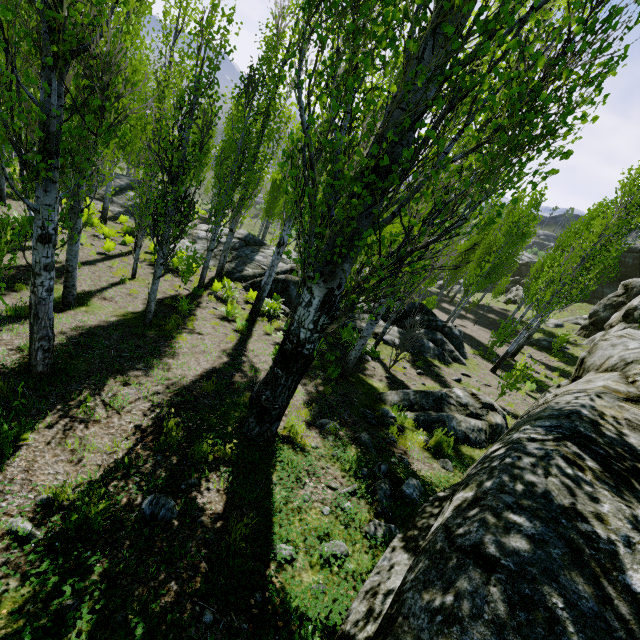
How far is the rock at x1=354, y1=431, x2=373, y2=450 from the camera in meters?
6.0 m

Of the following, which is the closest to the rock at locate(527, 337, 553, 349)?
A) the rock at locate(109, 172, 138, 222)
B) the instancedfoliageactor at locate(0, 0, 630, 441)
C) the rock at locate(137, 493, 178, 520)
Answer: the instancedfoliageactor at locate(0, 0, 630, 441)

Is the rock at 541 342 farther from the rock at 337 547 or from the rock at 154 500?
the rock at 154 500

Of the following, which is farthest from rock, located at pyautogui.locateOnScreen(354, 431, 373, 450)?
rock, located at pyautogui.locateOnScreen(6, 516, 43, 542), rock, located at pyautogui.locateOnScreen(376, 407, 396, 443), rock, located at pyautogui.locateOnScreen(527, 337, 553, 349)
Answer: rock, located at pyautogui.locateOnScreen(527, 337, 553, 349)

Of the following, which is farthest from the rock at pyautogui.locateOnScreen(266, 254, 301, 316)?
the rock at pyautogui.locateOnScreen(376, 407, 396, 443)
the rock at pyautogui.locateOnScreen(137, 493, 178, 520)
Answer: the rock at pyautogui.locateOnScreen(137, 493, 178, 520)

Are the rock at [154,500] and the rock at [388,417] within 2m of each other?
no

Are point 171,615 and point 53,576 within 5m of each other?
yes

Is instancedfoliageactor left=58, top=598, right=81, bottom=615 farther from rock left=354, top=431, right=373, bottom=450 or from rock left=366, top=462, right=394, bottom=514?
rock left=354, top=431, right=373, bottom=450
